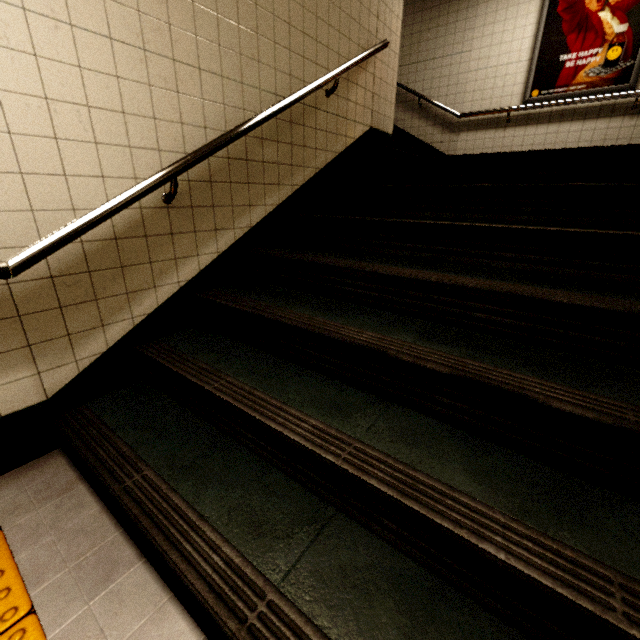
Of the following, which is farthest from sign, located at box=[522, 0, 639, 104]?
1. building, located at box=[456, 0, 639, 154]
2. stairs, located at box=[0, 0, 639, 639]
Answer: stairs, located at box=[0, 0, 639, 639]

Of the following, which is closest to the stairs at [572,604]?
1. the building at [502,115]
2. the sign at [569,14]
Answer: the building at [502,115]

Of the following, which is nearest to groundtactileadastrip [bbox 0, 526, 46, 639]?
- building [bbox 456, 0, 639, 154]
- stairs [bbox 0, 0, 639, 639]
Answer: stairs [bbox 0, 0, 639, 639]

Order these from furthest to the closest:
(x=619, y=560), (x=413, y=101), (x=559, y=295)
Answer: (x=413, y=101), (x=559, y=295), (x=619, y=560)

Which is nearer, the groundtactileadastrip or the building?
the groundtactileadastrip

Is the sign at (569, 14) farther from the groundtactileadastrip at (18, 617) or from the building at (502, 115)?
the groundtactileadastrip at (18, 617)

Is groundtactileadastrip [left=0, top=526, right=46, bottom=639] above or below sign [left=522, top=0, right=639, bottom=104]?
below

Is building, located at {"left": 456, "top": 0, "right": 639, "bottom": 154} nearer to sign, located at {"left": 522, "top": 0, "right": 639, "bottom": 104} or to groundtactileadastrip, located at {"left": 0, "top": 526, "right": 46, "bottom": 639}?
sign, located at {"left": 522, "top": 0, "right": 639, "bottom": 104}
